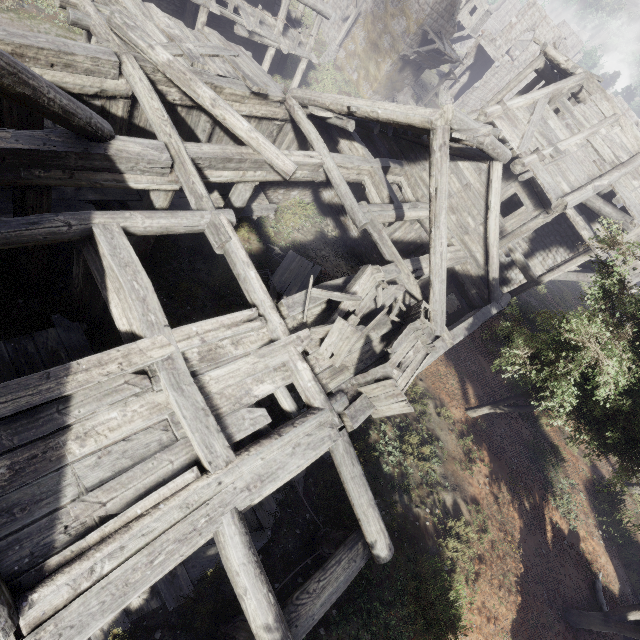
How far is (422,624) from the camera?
7.2 meters

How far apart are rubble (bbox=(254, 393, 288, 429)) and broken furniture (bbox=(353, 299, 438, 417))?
2.4m

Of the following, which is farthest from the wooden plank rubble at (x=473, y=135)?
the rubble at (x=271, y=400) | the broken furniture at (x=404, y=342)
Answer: the rubble at (x=271, y=400)

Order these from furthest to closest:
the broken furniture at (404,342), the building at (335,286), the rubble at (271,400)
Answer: the rubble at (271,400) → the building at (335,286) → the broken furniture at (404,342)

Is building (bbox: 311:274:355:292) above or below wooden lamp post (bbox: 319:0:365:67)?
above

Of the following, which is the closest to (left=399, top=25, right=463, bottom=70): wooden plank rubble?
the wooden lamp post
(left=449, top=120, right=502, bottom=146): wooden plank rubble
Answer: the wooden lamp post

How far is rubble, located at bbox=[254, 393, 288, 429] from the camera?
8.3m

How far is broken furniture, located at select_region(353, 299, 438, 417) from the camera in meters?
6.1
